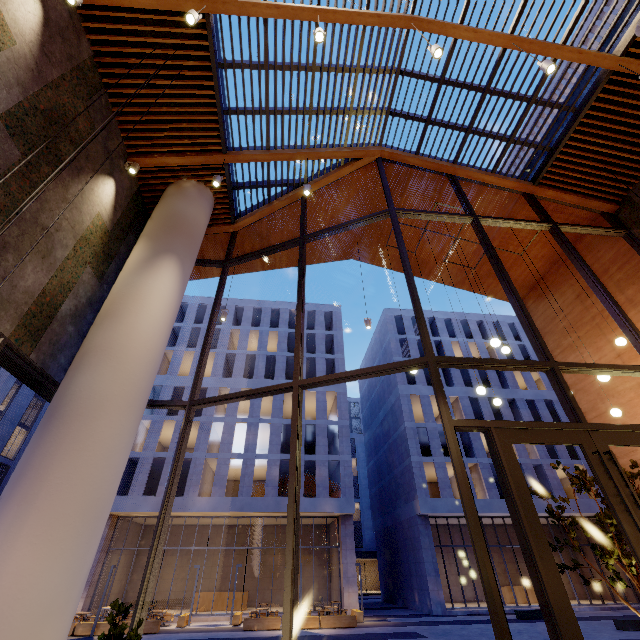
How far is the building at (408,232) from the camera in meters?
10.6

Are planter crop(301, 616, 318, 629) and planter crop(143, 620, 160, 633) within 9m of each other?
yes

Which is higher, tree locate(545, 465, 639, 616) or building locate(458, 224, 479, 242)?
building locate(458, 224, 479, 242)

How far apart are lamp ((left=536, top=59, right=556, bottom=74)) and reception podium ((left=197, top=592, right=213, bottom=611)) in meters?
33.5 m

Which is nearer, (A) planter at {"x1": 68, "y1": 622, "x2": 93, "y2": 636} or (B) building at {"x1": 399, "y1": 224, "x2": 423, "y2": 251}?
(B) building at {"x1": 399, "y1": 224, "x2": 423, "y2": 251}

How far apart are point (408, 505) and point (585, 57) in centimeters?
2998cm

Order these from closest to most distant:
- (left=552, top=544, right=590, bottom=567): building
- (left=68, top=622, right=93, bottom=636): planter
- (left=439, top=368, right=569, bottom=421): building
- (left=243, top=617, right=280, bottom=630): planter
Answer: (left=68, top=622, right=93, bottom=636): planter < (left=243, top=617, right=280, bottom=630): planter < (left=552, top=544, right=590, bottom=567): building < (left=439, top=368, right=569, bottom=421): building

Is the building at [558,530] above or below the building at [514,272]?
below
